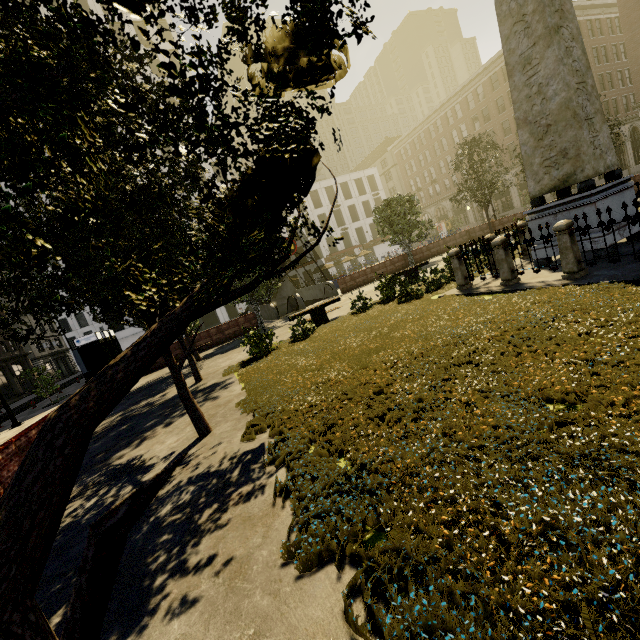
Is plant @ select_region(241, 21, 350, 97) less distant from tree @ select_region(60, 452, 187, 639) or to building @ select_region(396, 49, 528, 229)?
tree @ select_region(60, 452, 187, 639)

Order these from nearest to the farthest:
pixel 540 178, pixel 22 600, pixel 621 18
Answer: pixel 22 600 → pixel 540 178 → pixel 621 18

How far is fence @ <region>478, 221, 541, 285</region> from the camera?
8.5 meters

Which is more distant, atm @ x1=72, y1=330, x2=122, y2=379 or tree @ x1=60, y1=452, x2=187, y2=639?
atm @ x1=72, y1=330, x2=122, y2=379

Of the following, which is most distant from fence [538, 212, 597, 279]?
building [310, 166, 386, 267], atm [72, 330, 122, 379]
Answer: building [310, 166, 386, 267]

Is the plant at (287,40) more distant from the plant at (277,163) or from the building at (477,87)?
the building at (477,87)

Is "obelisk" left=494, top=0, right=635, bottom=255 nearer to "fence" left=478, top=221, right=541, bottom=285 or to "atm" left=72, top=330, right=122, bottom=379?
"fence" left=478, top=221, right=541, bottom=285

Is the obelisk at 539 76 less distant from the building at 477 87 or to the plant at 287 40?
the plant at 287 40
